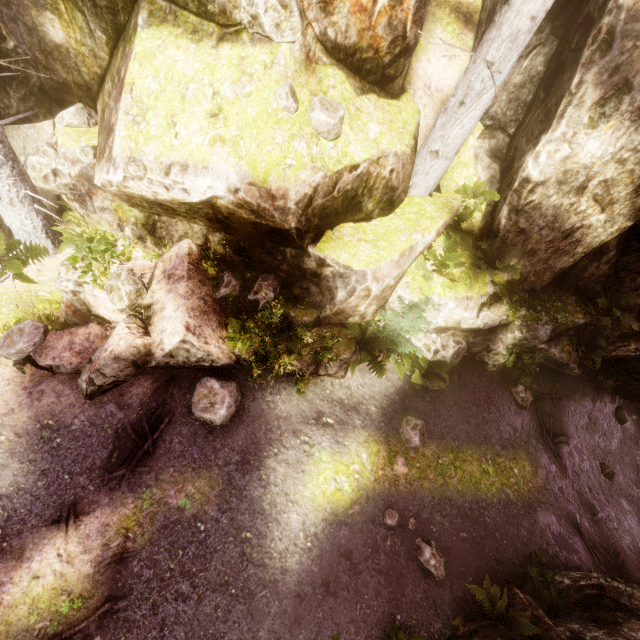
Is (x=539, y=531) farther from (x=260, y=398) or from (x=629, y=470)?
(x=260, y=398)

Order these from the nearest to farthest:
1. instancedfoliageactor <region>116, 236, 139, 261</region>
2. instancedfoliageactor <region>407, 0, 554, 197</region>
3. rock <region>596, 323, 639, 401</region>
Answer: instancedfoliageactor <region>407, 0, 554, 197</region>, instancedfoliageactor <region>116, 236, 139, 261</region>, rock <region>596, 323, 639, 401</region>

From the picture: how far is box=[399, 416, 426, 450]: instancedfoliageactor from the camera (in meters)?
7.96

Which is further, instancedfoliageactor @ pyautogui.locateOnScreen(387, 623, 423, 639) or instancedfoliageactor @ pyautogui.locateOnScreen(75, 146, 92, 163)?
instancedfoliageactor @ pyautogui.locateOnScreen(75, 146, 92, 163)

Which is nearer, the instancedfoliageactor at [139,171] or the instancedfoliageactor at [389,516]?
the instancedfoliageactor at [139,171]

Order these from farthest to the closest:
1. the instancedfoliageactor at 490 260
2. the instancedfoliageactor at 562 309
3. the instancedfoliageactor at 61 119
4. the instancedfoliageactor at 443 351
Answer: the instancedfoliageactor at 562 309, the instancedfoliageactor at 490 260, the instancedfoliageactor at 443 351, the instancedfoliageactor at 61 119
